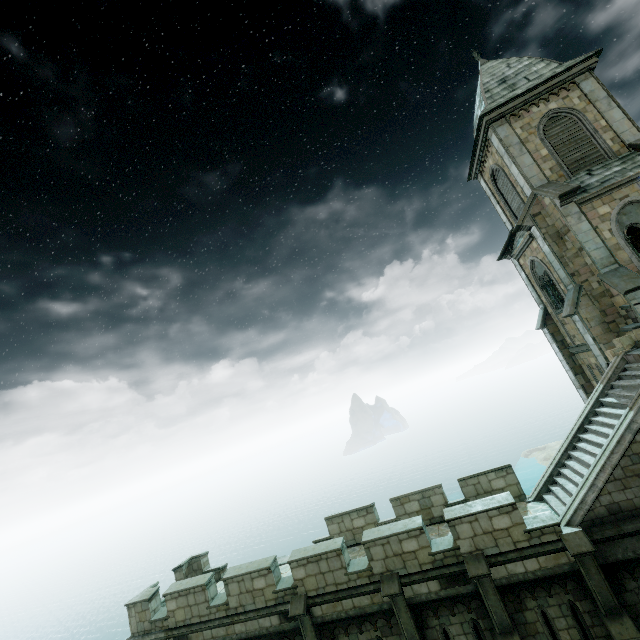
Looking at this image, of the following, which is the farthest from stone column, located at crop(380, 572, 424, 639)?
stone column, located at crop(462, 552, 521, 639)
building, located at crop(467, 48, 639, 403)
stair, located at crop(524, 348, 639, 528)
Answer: building, located at crop(467, 48, 639, 403)

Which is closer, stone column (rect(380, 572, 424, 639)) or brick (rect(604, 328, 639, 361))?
stone column (rect(380, 572, 424, 639))

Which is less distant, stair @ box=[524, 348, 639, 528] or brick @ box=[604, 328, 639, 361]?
stair @ box=[524, 348, 639, 528]

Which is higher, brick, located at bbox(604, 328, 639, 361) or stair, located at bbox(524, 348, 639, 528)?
brick, located at bbox(604, 328, 639, 361)

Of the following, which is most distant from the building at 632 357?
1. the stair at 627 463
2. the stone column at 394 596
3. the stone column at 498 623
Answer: the stone column at 498 623

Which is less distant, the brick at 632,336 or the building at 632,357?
the building at 632,357

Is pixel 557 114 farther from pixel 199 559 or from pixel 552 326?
pixel 199 559

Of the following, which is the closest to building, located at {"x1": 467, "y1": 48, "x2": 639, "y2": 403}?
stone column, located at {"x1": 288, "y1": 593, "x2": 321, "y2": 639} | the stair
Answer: the stair
